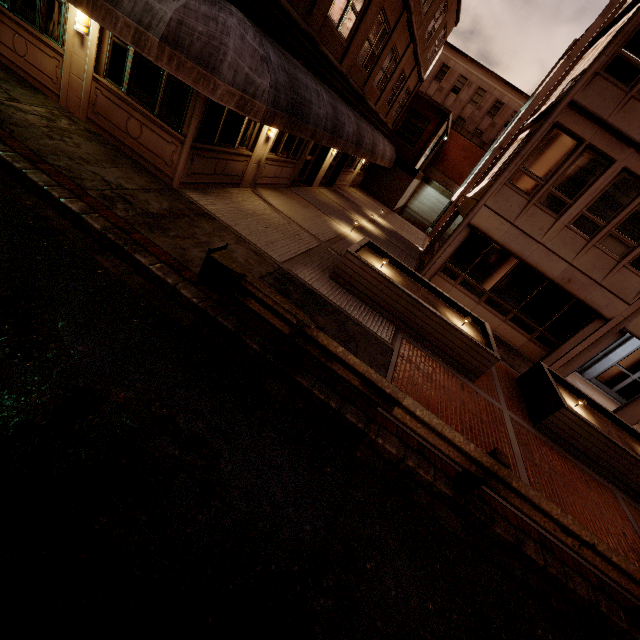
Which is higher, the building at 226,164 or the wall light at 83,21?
the wall light at 83,21

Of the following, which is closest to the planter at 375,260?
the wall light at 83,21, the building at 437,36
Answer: the building at 437,36

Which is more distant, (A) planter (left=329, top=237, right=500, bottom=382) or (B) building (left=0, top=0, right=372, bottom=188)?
(A) planter (left=329, top=237, right=500, bottom=382)

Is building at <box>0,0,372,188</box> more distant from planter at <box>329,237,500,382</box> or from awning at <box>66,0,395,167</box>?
planter at <box>329,237,500,382</box>

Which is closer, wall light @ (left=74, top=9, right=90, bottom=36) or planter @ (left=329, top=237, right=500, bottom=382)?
wall light @ (left=74, top=9, right=90, bottom=36)

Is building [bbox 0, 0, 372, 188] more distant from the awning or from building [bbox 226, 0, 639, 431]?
building [bbox 226, 0, 639, 431]

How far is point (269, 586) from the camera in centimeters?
313cm

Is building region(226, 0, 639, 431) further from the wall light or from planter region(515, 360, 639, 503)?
the wall light
